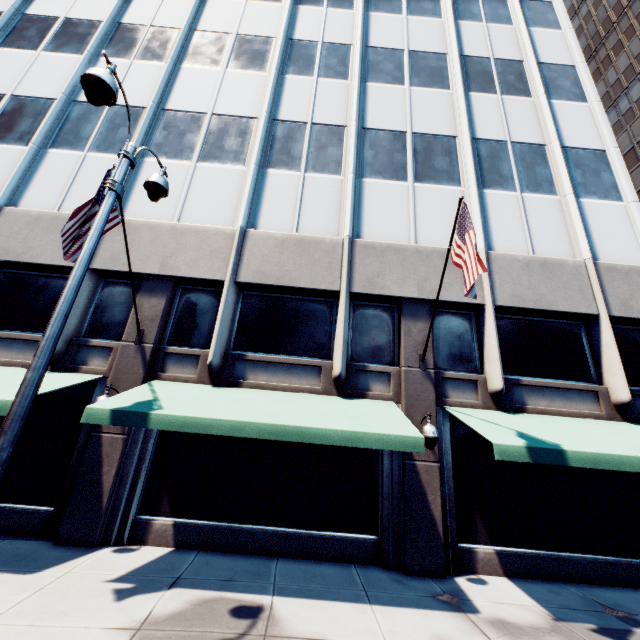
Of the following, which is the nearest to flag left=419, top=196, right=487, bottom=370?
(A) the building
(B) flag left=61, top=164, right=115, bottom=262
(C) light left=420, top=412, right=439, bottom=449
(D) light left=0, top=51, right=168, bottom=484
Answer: (A) the building

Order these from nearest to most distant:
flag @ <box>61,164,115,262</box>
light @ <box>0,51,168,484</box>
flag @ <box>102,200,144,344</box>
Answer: light @ <box>0,51,168,484</box>, flag @ <box>61,164,115,262</box>, flag @ <box>102,200,144,344</box>

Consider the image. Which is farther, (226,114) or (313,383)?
(226,114)

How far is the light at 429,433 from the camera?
7.68m

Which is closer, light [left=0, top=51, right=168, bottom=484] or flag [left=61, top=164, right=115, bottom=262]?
light [left=0, top=51, right=168, bottom=484]

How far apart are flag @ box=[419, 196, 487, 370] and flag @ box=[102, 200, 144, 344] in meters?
7.8

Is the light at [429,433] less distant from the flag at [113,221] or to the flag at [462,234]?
the flag at [462,234]

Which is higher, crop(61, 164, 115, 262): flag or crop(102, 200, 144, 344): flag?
crop(102, 200, 144, 344): flag
